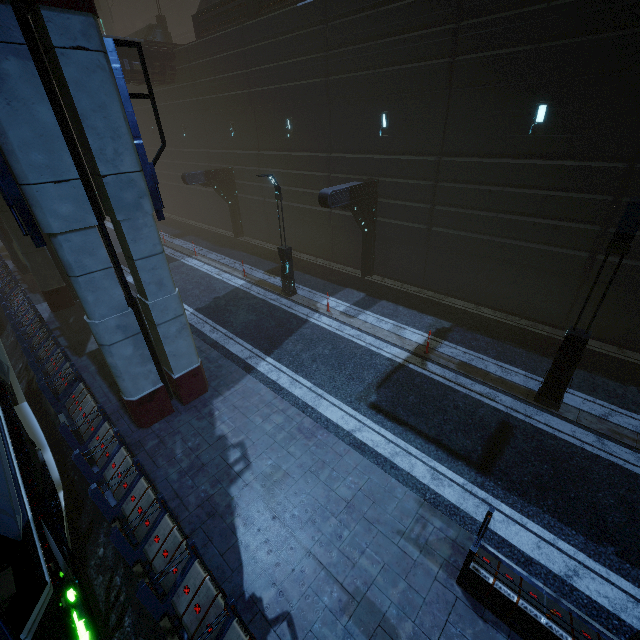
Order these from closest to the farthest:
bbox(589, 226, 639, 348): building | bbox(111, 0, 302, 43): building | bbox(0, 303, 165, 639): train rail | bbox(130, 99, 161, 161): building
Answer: bbox(0, 303, 165, 639): train rail < bbox(589, 226, 639, 348): building < bbox(111, 0, 302, 43): building < bbox(130, 99, 161, 161): building

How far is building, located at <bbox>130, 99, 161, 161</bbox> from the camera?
27.2m

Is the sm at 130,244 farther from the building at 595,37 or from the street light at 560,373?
the street light at 560,373

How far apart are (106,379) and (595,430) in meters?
15.1

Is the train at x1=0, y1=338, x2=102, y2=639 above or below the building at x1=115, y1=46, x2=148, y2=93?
below

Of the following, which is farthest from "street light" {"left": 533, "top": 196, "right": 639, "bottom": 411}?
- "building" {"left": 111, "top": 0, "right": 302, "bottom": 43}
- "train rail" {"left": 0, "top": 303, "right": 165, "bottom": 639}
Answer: "train rail" {"left": 0, "top": 303, "right": 165, "bottom": 639}

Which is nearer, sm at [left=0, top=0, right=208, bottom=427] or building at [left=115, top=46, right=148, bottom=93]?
sm at [left=0, top=0, right=208, bottom=427]

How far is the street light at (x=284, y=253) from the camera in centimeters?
1334cm
